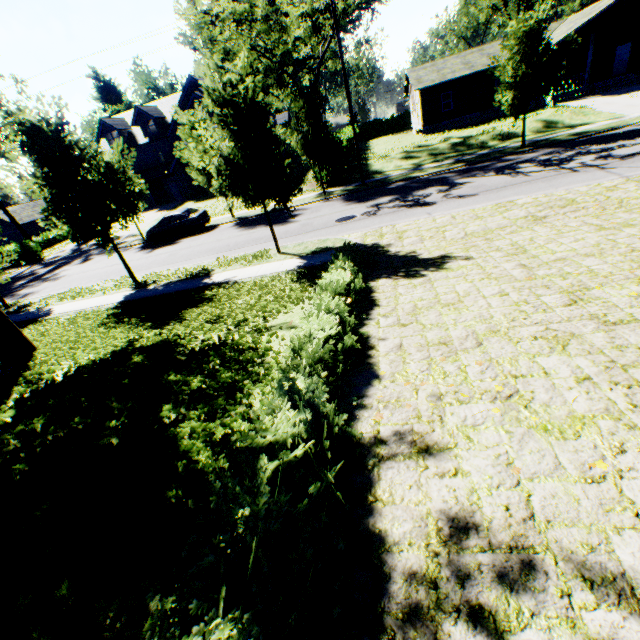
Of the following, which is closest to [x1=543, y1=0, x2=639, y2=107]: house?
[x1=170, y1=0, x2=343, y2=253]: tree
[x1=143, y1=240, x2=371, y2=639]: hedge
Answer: [x1=170, y1=0, x2=343, y2=253]: tree

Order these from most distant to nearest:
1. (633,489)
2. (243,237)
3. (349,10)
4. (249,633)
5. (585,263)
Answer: (349,10) → (243,237) → (585,263) → (633,489) → (249,633)

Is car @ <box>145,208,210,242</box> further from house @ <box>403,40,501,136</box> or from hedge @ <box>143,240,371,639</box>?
house @ <box>403,40,501,136</box>

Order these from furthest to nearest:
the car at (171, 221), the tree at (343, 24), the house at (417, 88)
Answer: the house at (417, 88)
the car at (171, 221)
the tree at (343, 24)

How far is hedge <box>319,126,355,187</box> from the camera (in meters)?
23.88

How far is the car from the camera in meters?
22.0

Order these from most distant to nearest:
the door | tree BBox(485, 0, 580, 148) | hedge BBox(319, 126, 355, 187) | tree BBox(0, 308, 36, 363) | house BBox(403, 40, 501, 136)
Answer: house BBox(403, 40, 501, 136)
the door
hedge BBox(319, 126, 355, 187)
tree BBox(485, 0, 580, 148)
tree BBox(0, 308, 36, 363)

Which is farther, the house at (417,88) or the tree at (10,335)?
the house at (417,88)
